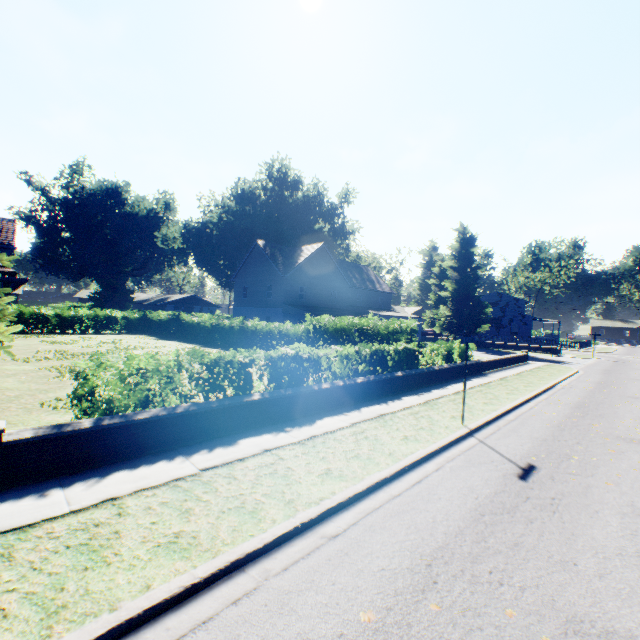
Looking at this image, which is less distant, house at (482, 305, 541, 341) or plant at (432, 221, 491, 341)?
plant at (432, 221, 491, 341)

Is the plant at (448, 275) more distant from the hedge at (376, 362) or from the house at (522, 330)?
the hedge at (376, 362)

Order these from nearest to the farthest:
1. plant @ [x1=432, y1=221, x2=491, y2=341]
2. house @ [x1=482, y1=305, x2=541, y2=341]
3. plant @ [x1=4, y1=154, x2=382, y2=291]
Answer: plant @ [x1=432, y1=221, x2=491, y2=341]
plant @ [x1=4, y1=154, x2=382, y2=291]
house @ [x1=482, y1=305, x2=541, y2=341]

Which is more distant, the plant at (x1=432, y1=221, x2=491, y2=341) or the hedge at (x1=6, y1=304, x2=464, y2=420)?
the plant at (x1=432, y1=221, x2=491, y2=341)

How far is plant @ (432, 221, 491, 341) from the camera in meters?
40.6

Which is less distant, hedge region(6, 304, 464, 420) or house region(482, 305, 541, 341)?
hedge region(6, 304, 464, 420)

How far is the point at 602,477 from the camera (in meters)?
6.23
